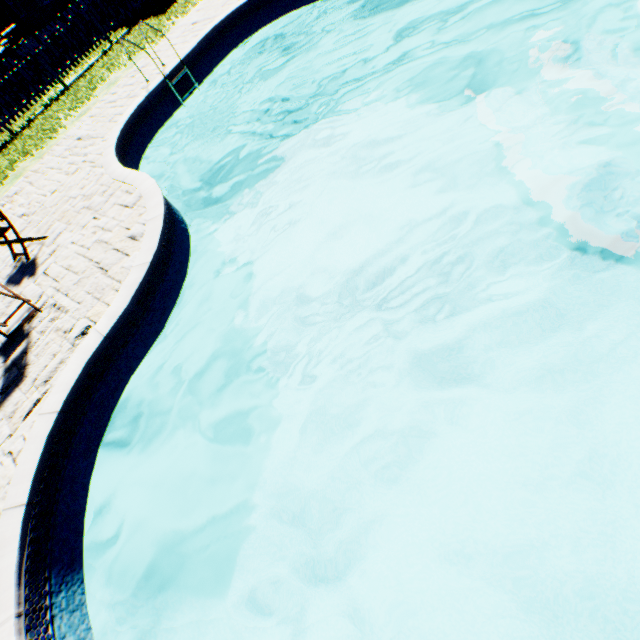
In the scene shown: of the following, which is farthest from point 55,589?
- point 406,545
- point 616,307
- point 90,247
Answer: point 616,307
